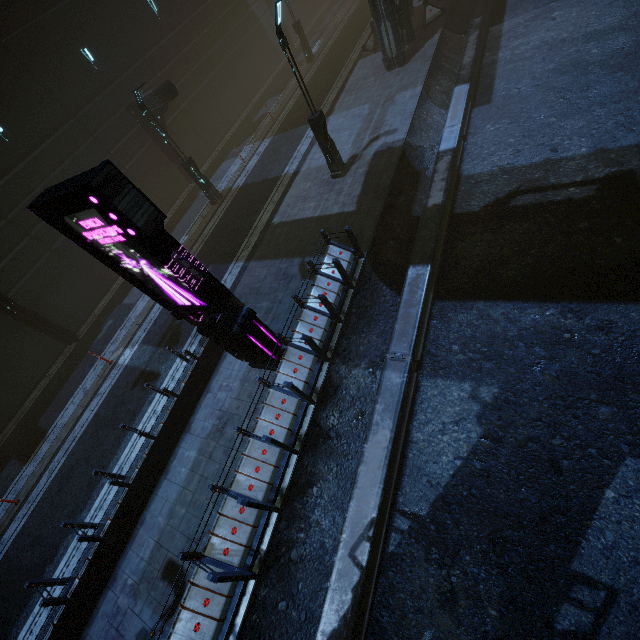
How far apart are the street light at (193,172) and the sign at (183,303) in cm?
1019

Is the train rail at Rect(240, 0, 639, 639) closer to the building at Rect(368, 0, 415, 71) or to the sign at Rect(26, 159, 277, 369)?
the building at Rect(368, 0, 415, 71)

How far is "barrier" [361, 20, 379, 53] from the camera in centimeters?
1911cm

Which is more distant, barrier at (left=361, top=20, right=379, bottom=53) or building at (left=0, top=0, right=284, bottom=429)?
barrier at (left=361, top=20, right=379, bottom=53)

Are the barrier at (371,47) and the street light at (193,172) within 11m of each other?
no

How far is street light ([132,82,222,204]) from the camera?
13.52m

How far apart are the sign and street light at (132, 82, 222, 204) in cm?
1019

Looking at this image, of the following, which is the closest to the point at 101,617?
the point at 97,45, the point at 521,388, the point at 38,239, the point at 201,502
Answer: the point at 201,502
